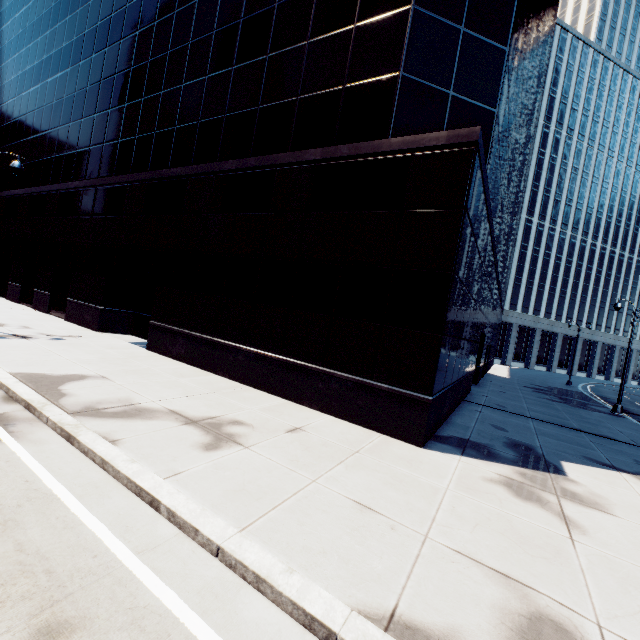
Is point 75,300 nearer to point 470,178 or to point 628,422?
point 470,178
